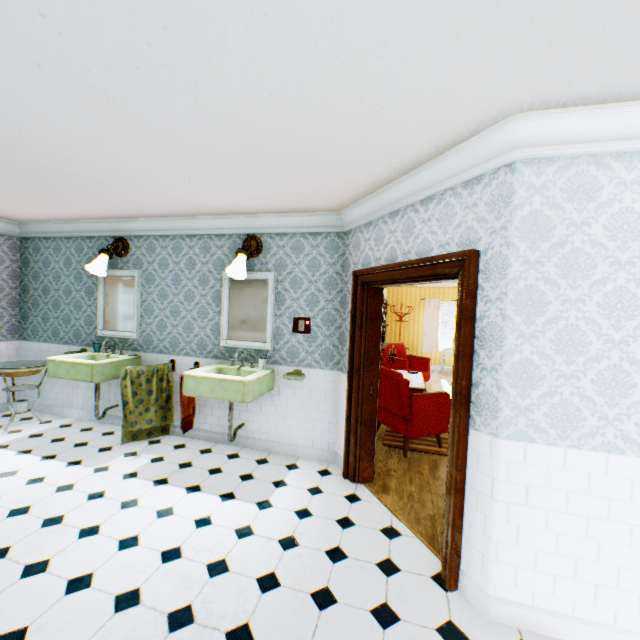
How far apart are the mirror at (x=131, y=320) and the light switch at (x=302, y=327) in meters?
2.5

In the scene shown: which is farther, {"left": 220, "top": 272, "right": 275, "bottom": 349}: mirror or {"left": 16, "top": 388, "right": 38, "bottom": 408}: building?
{"left": 16, "top": 388, "right": 38, "bottom": 408}: building

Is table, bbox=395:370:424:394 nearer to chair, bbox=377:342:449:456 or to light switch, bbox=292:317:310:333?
chair, bbox=377:342:449:456

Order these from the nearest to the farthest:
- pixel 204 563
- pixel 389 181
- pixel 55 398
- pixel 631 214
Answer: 1. pixel 631 214
2. pixel 204 563
3. pixel 389 181
4. pixel 55 398

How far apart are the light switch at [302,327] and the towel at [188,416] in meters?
1.6

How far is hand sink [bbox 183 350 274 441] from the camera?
3.6m

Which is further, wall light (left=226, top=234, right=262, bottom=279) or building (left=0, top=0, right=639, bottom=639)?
wall light (left=226, top=234, right=262, bottom=279)

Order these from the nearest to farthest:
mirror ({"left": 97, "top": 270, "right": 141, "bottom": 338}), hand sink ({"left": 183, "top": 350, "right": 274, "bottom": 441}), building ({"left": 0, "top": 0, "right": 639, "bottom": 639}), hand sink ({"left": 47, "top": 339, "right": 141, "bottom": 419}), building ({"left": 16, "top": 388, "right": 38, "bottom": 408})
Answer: building ({"left": 0, "top": 0, "right": 639, "bottom": 639})
hand sink ({"left": 183, "top": 350, "right": 274, "bottom": 441})
hand sink ({"left": 47, "top": 339, "right": 141, "bottom": 419})
mirror ({"left": 97, "top": 270, "right": 141, "bottom": 338})
building ({"left": 16, "top": 388, "right": 38, "bottom": 408})
